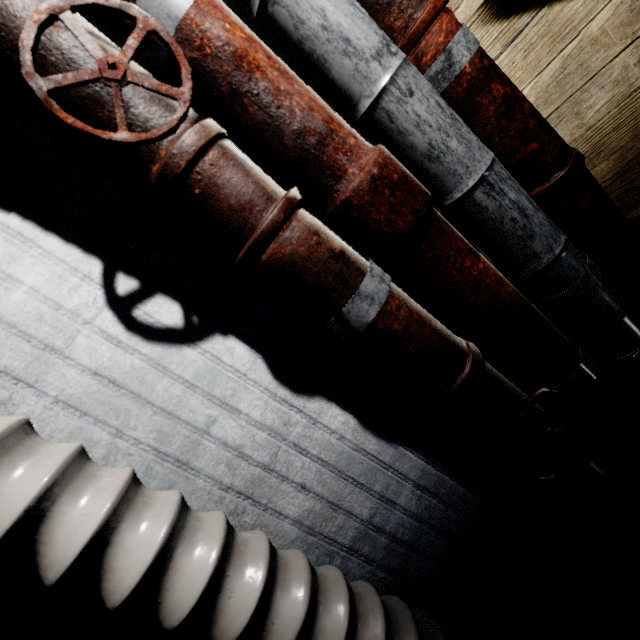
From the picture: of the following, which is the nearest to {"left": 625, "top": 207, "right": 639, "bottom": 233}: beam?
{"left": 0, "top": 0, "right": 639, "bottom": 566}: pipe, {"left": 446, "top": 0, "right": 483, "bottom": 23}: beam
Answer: {"left": 0, "top": 0, "right": 639, "bottom": 566}: pipe

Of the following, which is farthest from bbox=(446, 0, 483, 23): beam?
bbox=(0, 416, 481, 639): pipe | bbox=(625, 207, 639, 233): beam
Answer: bbox=(0, 416, 481, 639): pipe

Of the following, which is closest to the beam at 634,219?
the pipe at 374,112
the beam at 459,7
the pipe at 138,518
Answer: the pipe at 374,112

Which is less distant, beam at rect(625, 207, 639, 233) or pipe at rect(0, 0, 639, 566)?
pipe at rect(0, 0, 639, 566)

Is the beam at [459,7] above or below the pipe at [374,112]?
above

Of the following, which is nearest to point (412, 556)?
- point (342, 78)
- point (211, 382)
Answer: point (211, 382)

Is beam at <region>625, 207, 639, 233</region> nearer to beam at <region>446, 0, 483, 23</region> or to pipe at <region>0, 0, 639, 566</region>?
pipe at <region>0, 0, 639, 566</region>

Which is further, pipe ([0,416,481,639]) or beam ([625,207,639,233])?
beam ([625,207,639,233])
